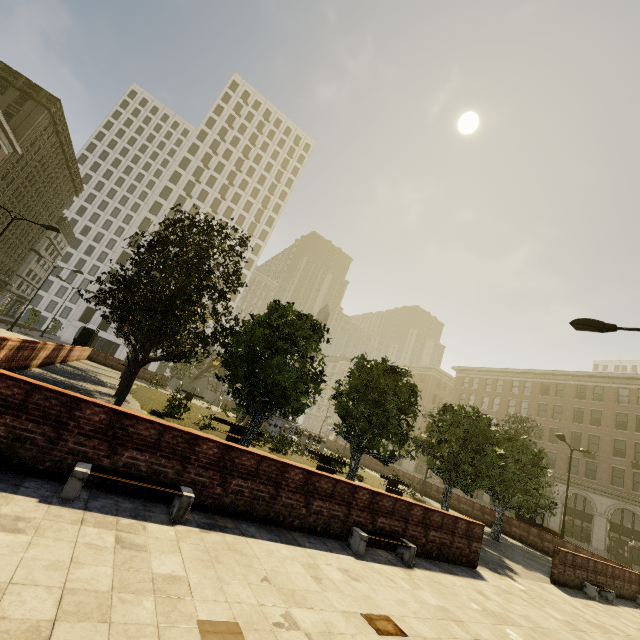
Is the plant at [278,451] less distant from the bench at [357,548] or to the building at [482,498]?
the bench at [357,548]

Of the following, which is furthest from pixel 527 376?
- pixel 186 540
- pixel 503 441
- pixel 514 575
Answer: pixel 186 540

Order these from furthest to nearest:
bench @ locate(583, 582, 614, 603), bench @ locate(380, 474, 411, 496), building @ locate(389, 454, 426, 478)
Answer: building @ locate(389, 454, 426, 478) < bench @ locate(380, 474, 411, 496) < bench @ locate(583, 582, 614, 603)

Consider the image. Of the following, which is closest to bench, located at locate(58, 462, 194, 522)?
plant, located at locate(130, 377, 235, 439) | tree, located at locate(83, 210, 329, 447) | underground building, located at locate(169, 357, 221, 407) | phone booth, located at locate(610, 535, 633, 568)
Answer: tree, located at locate(83, 210, 329, 447)

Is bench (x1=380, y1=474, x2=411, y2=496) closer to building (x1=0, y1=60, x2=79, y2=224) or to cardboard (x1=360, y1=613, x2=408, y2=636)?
cardboard (x1=360, y1=613, x2=408, y2=636)

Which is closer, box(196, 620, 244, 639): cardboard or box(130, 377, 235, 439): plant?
box(196, 620, 244, 639): cardboard

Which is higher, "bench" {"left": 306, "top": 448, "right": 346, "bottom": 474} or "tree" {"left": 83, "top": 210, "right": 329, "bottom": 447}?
"tree" {"left": 83, "top": 210, "right": 329, "bottom": 447}

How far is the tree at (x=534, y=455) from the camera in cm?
1295
